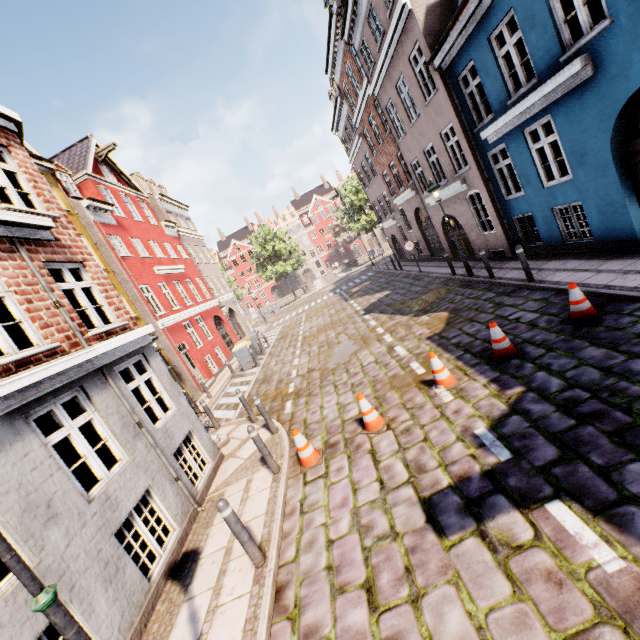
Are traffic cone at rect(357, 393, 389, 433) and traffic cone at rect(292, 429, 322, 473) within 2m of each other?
yes

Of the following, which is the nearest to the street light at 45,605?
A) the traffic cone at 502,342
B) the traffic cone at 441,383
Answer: the traffic cone at 441,383

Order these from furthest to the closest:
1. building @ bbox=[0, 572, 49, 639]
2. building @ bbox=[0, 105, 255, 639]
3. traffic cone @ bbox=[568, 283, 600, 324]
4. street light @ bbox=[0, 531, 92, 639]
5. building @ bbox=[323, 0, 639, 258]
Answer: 1. building @ bbox=[323, 0, 639, 258]
2. traffic cone @ bbox=[568, 283, 600, 324]
3. building @ bbox=[0, 105, 255, 639]
4. building @ bbox=[0, 572, 49, 639]
5. street light @ bbox=[0, 531, 92, 639]

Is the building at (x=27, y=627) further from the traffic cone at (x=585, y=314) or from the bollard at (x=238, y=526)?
the traffic cone at (x=585, y=314)

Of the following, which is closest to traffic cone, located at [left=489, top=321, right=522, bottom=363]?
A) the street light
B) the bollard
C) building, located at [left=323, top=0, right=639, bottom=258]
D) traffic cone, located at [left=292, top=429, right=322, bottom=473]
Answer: traffic cone, located at [left=292, top=429, right=322, bottom=473]

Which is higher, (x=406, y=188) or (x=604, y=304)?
(x=406, y=188)

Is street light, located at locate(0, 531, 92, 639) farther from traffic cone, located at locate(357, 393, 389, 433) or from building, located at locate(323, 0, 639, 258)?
traffic cone, located at locate(357, 393, 389, 433)

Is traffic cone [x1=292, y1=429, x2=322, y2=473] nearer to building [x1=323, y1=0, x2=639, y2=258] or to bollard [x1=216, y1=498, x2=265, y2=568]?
bollard [x1=216, y1=498, x2=265, y2=568]
